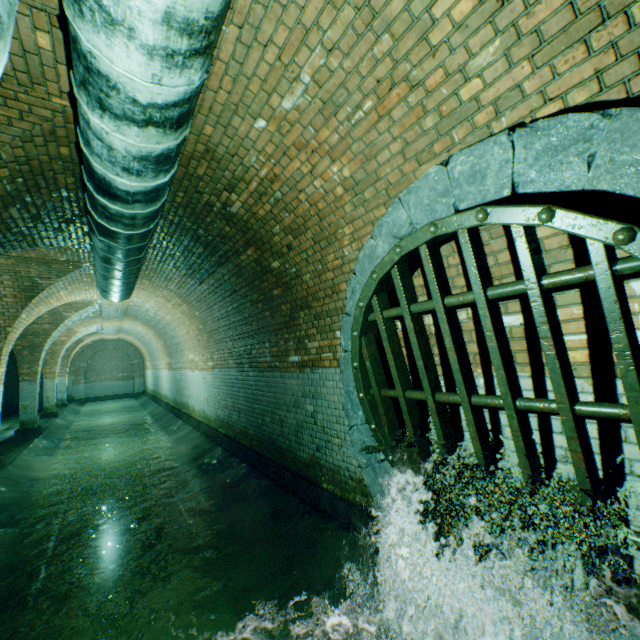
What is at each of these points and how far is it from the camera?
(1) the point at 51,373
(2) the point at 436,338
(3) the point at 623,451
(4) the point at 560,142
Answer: (1) support arch, 15.37m
(2) building tunnel, 2.89m
(3) building tunnel, 1.86m
(4) sewerage pipe, 1.72m

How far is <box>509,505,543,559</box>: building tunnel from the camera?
2.2 meters

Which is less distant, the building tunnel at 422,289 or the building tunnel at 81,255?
the building tunnel at 422,289

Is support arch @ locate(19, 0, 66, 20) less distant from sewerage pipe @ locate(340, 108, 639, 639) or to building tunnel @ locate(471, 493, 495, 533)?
building tunnel @ locate(471, 493, 495, 533)

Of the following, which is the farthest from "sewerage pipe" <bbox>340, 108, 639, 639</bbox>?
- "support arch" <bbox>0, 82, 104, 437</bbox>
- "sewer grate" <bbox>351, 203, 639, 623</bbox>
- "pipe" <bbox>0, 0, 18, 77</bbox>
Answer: "support arch" <bbox>0, 82, 104, 437</bbox>

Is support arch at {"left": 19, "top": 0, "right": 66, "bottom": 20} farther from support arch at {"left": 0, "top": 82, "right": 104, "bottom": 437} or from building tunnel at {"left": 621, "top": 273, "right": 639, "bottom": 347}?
support arch at {"left": 0, "top": 82, "right": 104, "bottom": 437}

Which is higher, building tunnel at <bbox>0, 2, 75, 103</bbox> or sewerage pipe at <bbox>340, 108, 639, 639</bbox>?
building tunnel at <bbox>0, 2, 75, 103</bbox>
